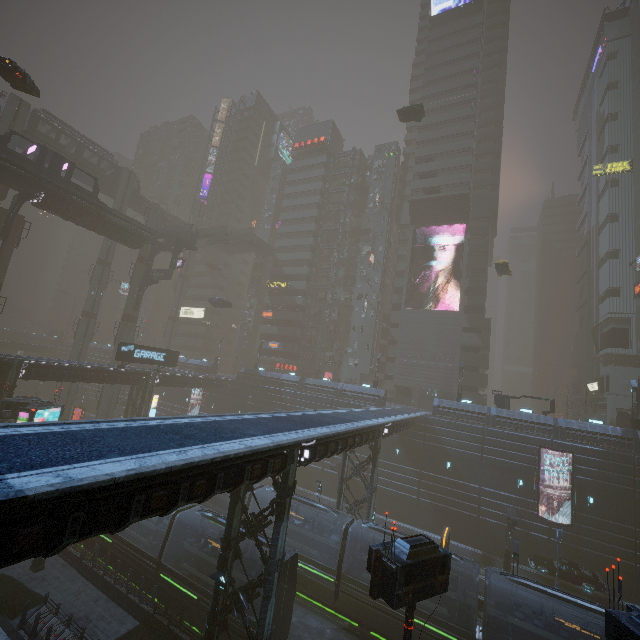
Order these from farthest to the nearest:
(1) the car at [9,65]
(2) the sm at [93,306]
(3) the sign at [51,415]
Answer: (2) the sm at [93,306] < (1) the car at [9,65] < (3) the sign at [51,415]

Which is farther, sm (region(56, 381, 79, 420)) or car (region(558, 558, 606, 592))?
sm (region(56, 381, 79, 420))

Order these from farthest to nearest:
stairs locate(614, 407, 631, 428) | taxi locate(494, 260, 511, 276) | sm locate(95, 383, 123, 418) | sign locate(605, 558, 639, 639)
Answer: sm locate(95, 383, 123, 418) < taxi locate(494, 260, 511, 276) < stairs locate(614, 407, 631, 428) < sign locate(605, 558, 639, 639)

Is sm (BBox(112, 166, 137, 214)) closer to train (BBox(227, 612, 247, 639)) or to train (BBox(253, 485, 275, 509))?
train (BBox(227, 612, 247, 639))

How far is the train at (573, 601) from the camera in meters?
16.3 m

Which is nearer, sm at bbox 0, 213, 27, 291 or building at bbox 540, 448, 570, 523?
building at bbox 540, 448, 570, 523

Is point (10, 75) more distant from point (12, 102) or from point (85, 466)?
point (85, 466)

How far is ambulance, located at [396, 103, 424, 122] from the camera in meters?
39.8
